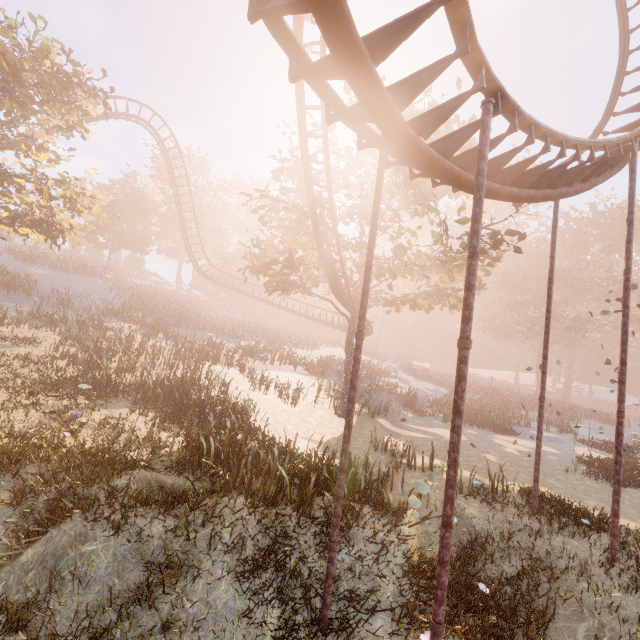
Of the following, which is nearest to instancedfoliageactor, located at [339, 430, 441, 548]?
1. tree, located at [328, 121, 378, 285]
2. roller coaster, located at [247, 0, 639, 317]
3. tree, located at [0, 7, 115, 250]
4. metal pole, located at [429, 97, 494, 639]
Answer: metal pole, located at [429, 97, 494, 639]

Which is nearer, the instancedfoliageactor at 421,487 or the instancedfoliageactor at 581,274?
the instancedfoliageactor at 421,487

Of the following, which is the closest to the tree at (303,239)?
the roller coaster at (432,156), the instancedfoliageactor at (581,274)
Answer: the roller coaster at (432,156)

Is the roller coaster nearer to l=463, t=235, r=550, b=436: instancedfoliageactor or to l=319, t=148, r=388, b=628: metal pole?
l=319, t=148, r=388, b=628: metal pole

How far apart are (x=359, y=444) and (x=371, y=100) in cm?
1486

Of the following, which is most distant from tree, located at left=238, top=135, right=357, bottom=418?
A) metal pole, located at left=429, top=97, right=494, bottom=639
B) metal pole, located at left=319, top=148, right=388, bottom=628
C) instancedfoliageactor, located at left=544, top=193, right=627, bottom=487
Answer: instancedfoliageactor, located at left=544, top=193, right=627, bottom=487

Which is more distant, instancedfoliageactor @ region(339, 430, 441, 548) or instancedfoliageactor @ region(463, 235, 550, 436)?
instancedfoliageactor @ region(463, 235, 550, 436)

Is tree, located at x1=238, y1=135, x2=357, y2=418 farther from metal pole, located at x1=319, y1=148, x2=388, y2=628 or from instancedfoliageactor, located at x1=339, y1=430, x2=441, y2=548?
instancedfoliageactor, located at x1=339, y1=430, x2=441, y2=548
